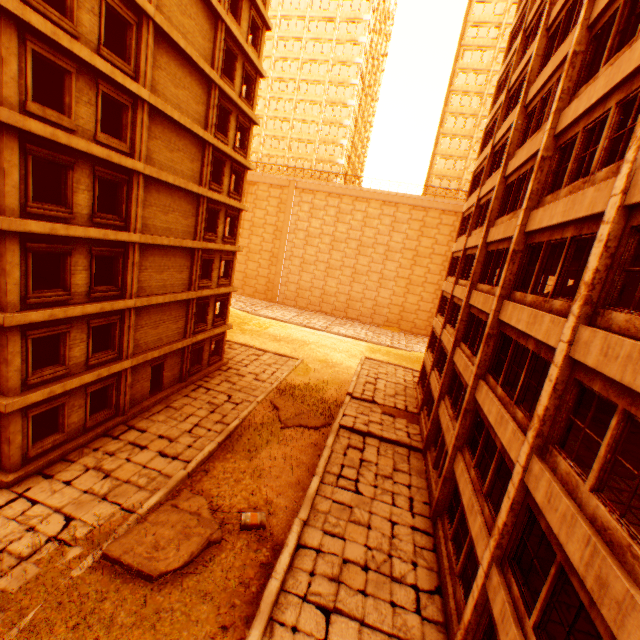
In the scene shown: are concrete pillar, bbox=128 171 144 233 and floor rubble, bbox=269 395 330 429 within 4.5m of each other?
no

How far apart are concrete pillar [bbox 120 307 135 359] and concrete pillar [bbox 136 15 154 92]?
9.4 meters

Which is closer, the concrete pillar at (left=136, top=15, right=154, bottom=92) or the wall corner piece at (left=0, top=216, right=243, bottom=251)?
the wall corner piece at (left=0, top=216, right=243, bottom=251)

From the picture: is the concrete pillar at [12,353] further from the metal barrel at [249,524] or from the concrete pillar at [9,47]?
the metal barrel at [249,524]

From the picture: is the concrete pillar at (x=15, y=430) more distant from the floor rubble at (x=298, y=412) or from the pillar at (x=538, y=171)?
the pillar at (x=538, y=171)

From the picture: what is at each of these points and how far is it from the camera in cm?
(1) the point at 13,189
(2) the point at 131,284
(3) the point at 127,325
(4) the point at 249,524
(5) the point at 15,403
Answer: (1) concrete pillar, 1006
(2) concrete pillar, 1530
(3) concrete pillar, 1563
(4) metal barrel, 1134
(5) wall corner piece, 1126

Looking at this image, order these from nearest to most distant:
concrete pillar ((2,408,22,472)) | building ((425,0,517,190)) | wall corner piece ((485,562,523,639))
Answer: wall corner piece ((485,562,523,639))
concrete pillar ((2,408,22,472))
building ((425,0,517,190))

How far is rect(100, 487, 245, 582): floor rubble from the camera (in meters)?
9.35
